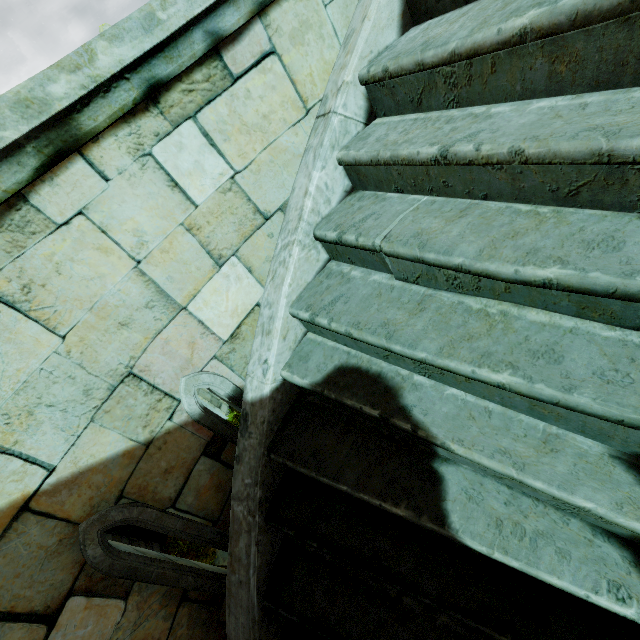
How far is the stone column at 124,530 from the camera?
10.7 meters

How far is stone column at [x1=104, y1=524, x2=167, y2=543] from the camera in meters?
10.7

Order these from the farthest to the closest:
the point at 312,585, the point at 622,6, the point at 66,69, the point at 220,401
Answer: the point at 220,401, the point at 312,585, the point at 66,69, the point at 622,6
